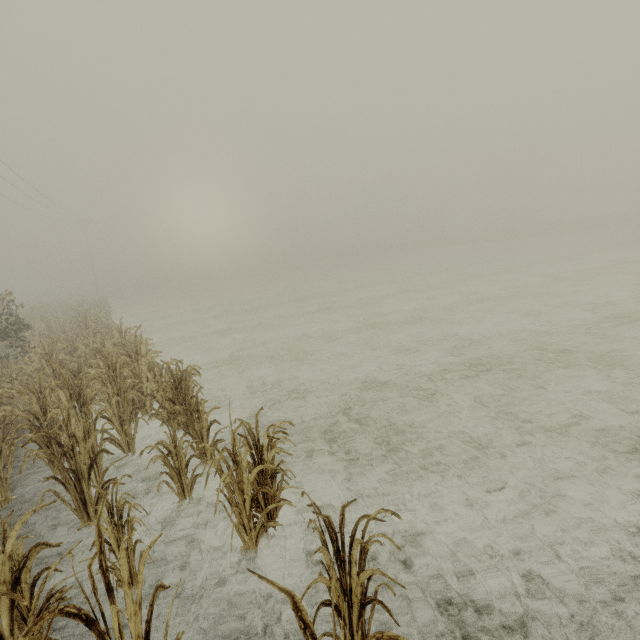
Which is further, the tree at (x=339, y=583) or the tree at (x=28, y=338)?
the tree at (x=28, y=338)

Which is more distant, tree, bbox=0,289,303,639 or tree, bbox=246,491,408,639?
tree, bbox=0,289,303,639

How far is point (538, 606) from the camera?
2.72m
